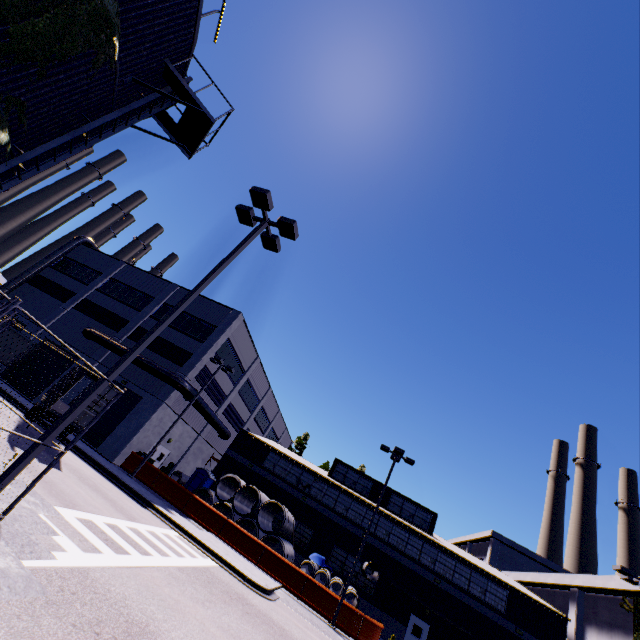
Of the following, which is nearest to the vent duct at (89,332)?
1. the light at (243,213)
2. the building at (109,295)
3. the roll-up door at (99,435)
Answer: the building at (109,295)

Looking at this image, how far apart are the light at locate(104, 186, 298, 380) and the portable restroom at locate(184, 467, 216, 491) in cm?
2268

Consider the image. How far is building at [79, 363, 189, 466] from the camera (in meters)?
23.28

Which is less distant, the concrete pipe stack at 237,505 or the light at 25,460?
the light at 25,460

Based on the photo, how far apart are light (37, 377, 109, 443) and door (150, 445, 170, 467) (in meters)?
21.68

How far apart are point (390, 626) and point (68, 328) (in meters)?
37.88

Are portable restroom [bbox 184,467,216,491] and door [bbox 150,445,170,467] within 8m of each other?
yes
